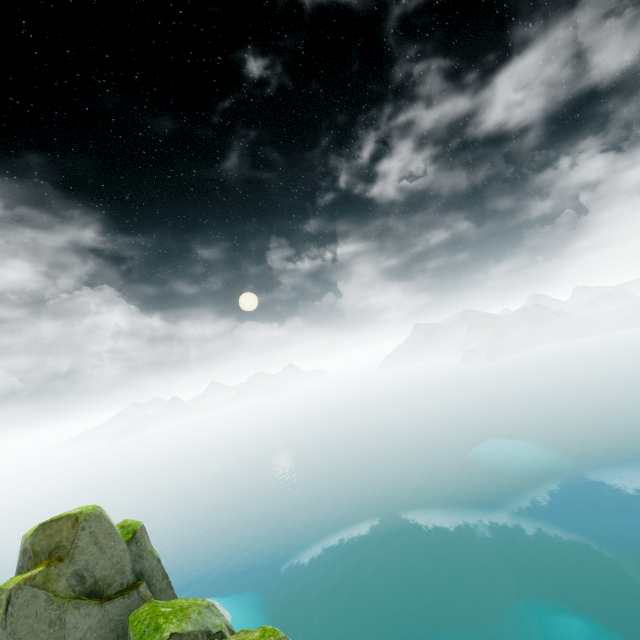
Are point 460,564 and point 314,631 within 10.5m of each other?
no
